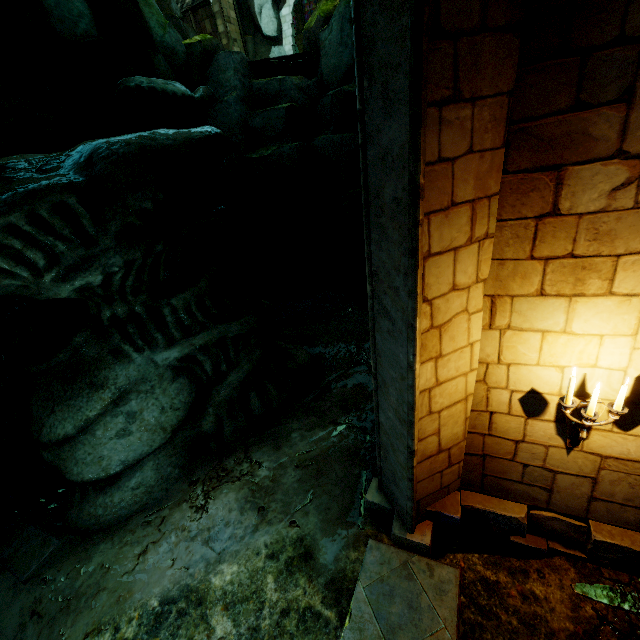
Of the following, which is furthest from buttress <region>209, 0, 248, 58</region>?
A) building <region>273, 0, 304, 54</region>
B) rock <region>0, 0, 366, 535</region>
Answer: rock <region>0, 0, 366, 535</region>

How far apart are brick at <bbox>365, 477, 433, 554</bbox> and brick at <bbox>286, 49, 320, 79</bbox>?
12.6 meters

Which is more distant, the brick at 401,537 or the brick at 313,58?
the brick at 313,58

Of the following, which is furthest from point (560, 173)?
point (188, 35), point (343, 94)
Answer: point (188, 35)

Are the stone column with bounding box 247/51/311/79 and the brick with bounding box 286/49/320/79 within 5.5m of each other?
yes

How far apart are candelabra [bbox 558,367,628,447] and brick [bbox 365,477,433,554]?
1.9 meters

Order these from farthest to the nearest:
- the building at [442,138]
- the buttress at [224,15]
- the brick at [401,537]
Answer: the buttress at [224,15] → the brick at [401,537] → the building at [442,138]

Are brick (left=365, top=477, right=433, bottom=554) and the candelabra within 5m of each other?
yes
